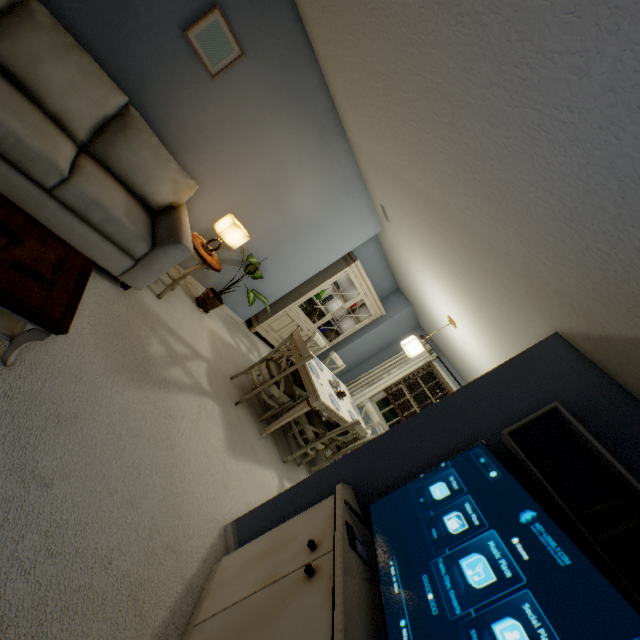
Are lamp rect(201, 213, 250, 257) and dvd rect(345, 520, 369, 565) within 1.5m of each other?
no

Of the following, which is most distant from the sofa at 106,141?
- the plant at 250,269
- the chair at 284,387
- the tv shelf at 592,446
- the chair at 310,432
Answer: the tv shelf at 592,446

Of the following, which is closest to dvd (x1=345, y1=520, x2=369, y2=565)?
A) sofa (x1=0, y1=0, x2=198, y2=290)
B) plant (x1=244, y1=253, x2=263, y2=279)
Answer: sofa (x1=0, y1=0, x2=198, y2=290)

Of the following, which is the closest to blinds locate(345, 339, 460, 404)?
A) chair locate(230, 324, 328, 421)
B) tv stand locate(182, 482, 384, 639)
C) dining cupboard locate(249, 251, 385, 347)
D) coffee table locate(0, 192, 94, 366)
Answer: dining cupboard locate(249, 251, 385, 347)

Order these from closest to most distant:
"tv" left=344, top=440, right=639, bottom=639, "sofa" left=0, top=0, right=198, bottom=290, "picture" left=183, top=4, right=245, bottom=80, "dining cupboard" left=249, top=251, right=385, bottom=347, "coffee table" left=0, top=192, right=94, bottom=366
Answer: "tv" left=344, top=440, right=639, bottom=639 < "coffee table" left=0, top=192, right=94, bottom=366 < "sofa" left=0, top=0, right=198, bottom=290 < "picture" left=183, top=4, right=245, bottom=80 < "dining cupboard" left=249, top=251, right=385, bottom=347

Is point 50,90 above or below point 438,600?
below

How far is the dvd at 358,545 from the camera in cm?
151

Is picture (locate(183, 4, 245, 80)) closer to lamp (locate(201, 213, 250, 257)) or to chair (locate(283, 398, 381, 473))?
lamp (locate(201, 213, 250, 257))
